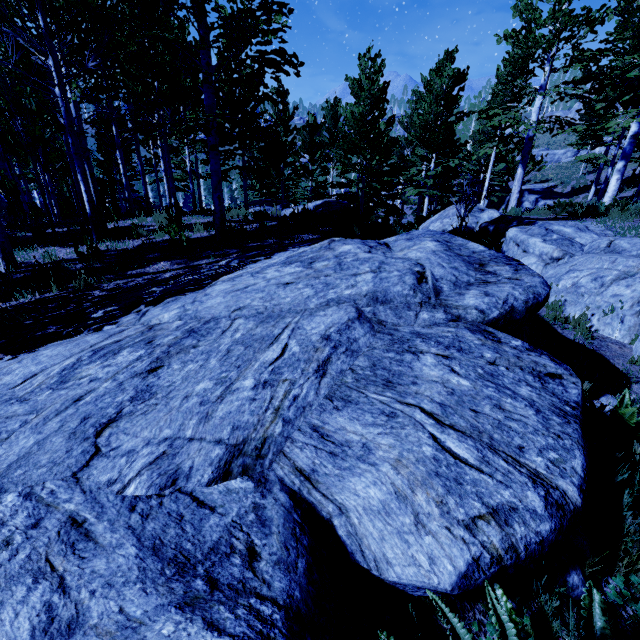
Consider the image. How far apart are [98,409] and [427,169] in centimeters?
3785cm

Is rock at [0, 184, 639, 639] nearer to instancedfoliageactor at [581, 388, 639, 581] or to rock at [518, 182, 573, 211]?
instancedfoliageactor at [581, 388, 639, 581]

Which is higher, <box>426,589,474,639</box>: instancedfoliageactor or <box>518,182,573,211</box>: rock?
<box>518,182,573,211</box>: rock

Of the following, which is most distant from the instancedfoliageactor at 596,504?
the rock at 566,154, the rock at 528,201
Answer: the rock at 566,154

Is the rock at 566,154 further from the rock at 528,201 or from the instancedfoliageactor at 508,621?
the rock at 528,201

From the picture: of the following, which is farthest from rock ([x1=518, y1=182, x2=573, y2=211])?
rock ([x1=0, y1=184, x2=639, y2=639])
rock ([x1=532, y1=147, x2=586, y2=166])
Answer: rock ([x1=0, y1=184, x2=639, y2=639])

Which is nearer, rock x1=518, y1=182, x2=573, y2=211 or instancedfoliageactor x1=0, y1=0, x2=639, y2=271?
instancedfoliageactor x1=0, y1=0, x2=639, y2=271

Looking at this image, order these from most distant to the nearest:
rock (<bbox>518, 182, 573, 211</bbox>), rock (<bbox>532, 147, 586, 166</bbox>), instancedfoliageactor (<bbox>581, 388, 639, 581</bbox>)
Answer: rock (<bbox>532, 147, 586, 166</bbox>) → rock (<bbox>518, 182, 573, 211</bbox>) → instancedfoliageactor (<bbox>581, 388, 639, 581</bbox>)
